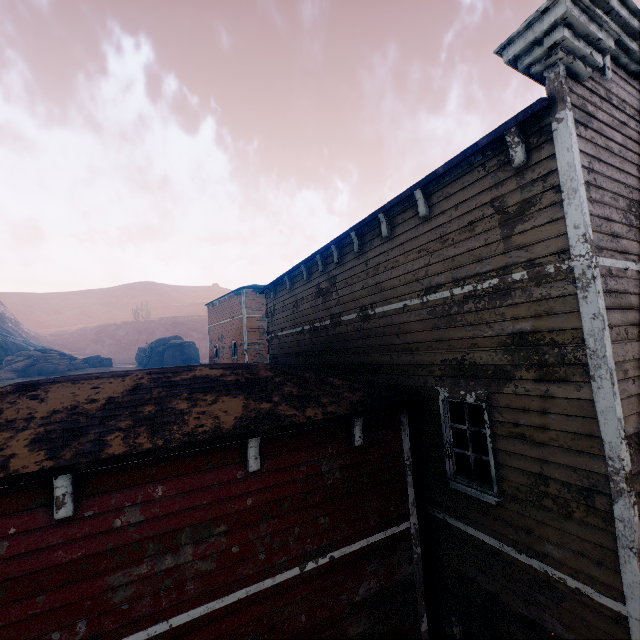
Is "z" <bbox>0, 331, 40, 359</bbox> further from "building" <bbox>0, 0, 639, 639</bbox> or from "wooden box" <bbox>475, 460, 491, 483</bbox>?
"wooden box" <bbox>475, 460, 491, 483</bbox>

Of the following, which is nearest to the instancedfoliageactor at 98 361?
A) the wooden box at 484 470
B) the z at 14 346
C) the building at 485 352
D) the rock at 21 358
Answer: the rock at 21 358

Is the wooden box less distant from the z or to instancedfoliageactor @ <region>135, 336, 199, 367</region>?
instancedfoliageactor @ <region>135, 336, 199, 367</region>

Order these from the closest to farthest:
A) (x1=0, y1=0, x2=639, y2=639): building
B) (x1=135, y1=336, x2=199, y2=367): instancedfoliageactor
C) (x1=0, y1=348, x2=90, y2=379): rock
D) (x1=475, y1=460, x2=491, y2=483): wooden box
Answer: (x1=0, y1=0, x2=639, y2=639): building
(x1=475, y1=460, x2=491, y2=483): wooden box
(x1=0, y1=348, x2=90, y2=379): rock
(x1=135, y1=336, x2=199, y2=367): instancedfoliageactor

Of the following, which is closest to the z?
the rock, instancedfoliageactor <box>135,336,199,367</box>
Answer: instancedfoliageactor <box>135,336,199,367</box>

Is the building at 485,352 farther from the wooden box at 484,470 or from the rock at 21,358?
the rock at 21,358

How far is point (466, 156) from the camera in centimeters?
505cm

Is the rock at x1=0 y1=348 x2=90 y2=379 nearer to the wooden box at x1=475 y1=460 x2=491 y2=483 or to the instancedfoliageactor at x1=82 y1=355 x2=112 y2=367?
the instancedfoliageactor at x1=82 y1=355 x2=112 y2=367
